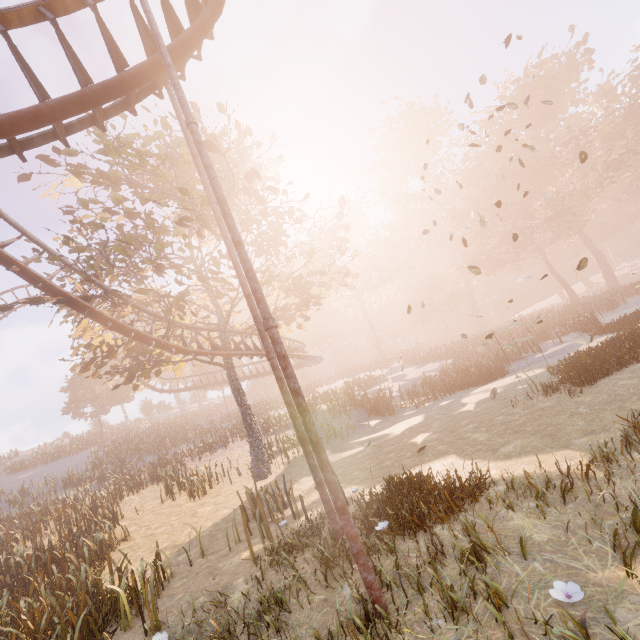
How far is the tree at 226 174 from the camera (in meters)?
14.02

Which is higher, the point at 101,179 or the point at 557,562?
the point at 101,179

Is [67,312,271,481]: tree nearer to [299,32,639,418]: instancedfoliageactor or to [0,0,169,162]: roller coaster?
[0,0,169,162]: roller coaster

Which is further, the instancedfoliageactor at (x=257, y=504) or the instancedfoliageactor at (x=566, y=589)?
the instancedfoliageactor at (x=257, y=504)

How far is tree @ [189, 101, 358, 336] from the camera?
14.0 meters

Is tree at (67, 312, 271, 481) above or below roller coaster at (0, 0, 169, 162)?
below

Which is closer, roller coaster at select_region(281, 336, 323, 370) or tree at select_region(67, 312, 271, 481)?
tree at select_region(67, 312, 271, 481)

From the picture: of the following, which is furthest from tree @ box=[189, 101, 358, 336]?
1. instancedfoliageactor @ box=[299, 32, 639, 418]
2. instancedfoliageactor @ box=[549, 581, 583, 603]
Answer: instancedfoliageactor @ box=[299, 32, 639, 418]
